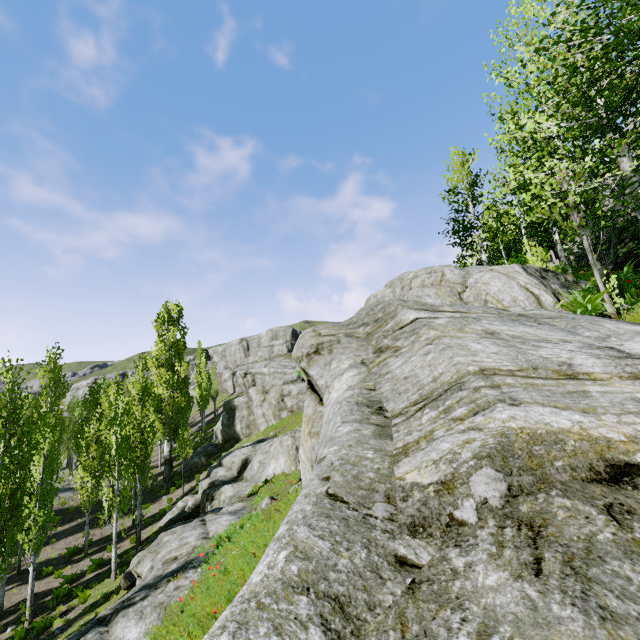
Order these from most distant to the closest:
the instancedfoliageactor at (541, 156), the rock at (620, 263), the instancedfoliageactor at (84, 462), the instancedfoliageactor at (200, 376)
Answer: the instancedfoliageactor at (200, 376)
the instancedfoliageactor at (84, 462)
the rock at (620, 263)
the instancedfoliageactor at (541, 156)

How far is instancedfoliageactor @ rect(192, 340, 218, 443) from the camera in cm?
4294

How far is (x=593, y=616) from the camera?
0.84m

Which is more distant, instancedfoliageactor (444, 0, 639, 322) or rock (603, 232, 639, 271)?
rock (603, 232, 639, 271)

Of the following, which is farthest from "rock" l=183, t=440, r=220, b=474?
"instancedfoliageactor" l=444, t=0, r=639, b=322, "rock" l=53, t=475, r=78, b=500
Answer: "rock" l=53, t=475, r=78, b=500

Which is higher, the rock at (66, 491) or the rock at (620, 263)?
the rock at (620, 263)

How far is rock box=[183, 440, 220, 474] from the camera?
31.09m

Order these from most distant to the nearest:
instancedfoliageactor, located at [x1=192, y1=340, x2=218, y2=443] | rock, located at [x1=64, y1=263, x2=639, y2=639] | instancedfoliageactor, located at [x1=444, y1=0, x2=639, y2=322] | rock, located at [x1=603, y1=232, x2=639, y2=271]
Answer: instancedfoliageactor, located at [x1=192, y1=340, x2=218, y2=443] → rock, located at [x1=603, y1=232, x2=639, y2=271] → instancedfoliageactor, located at [x1=444, y1=0, x2=639, y2=322] → rock, located at [x1=64, y1=263, x2=639, y2=639]
